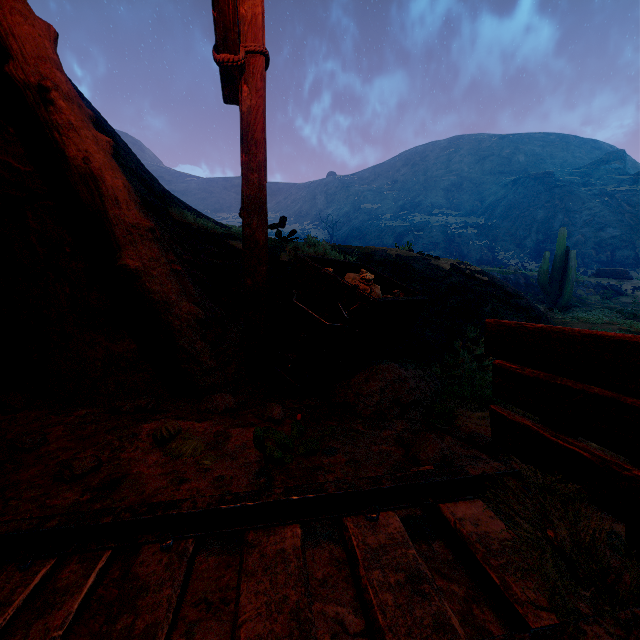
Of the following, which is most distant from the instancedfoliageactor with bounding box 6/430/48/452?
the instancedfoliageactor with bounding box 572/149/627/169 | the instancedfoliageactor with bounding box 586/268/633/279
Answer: the instancedfoliageactor with bounding box 572/149/627/169

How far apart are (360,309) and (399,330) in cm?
108

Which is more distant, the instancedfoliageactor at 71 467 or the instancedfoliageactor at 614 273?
the instancedfoliageactor at 614 273

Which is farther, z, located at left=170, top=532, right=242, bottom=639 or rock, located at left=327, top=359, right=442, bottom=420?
rock, located at left=327, top=359, right=442, bottom=420

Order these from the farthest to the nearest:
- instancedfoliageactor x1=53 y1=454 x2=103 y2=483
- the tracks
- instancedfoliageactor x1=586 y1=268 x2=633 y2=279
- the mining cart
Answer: instancedfoliageactor x1=586 y1=268 x2=633 y2=279 < the mining cart < instancedfoliageactor x1=53 y1=454 x2=103 y2=483 < the tracks

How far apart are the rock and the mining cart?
0.03m

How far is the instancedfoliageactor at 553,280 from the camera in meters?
15.1 m

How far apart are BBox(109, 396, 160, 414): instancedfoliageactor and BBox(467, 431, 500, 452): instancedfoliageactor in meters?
1.9
